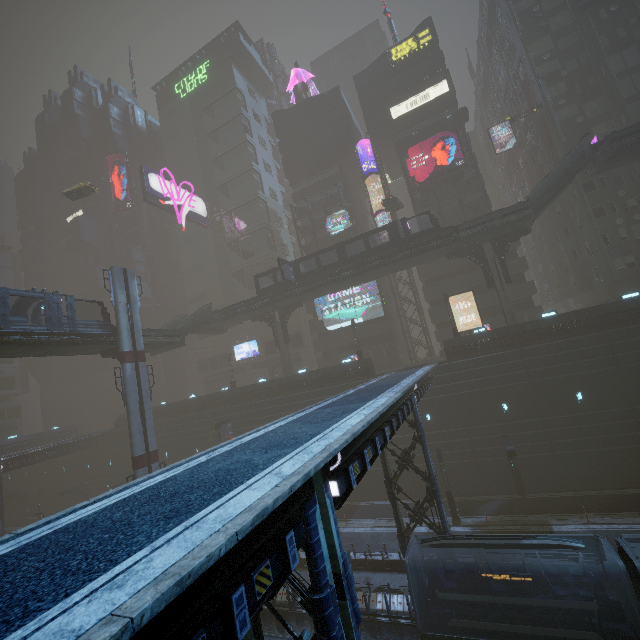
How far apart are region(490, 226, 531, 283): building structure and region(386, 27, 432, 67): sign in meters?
30.7 m

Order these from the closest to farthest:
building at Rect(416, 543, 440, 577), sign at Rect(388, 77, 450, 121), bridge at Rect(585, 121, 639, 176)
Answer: building at Rect(416, 543, 440, 577) → bridge at Rect(585, 121, 639, 176) → sign at Rect(388, 77, 450, 121)

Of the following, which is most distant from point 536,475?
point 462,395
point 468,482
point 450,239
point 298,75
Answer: point 298,75

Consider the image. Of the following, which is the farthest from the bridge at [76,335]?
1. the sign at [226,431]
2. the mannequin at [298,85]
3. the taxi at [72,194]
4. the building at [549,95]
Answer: the mannequin at [298,85]

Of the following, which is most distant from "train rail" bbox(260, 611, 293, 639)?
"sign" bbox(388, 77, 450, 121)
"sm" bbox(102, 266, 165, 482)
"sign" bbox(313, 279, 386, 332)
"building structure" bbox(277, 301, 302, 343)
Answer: "sign" bbox(388, 77, 450, 121)

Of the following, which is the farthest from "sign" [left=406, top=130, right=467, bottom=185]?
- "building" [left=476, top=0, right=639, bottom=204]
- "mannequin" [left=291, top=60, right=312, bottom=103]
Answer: "mannequin" [left=291, top=60, right=312, bottom=103]

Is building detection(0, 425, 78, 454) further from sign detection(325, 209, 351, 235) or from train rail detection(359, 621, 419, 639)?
sign detection(325, 209, 351, 235)

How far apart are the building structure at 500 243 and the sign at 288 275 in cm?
2104
